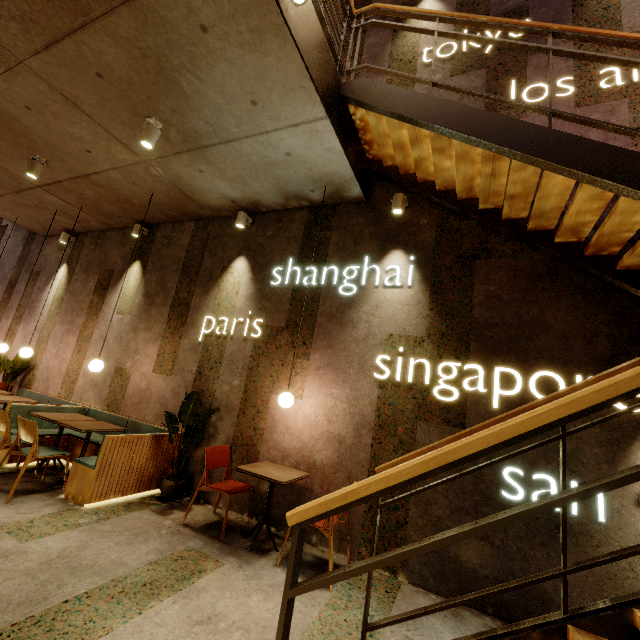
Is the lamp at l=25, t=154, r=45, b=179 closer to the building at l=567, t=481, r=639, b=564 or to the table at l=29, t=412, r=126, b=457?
the building at l=567, t=481, r=639, b=564

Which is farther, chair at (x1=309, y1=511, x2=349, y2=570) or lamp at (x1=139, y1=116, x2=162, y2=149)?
lamp at (x1=139, y1=116, x2=162, y2=149)

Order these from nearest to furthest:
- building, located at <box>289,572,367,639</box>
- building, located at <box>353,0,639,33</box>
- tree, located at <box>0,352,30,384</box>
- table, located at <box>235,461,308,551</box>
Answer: building, located at <box>289,572,367,639</box> → table, located at <box>235,461,308,551</box> → building, located at <box>353,0,639,33</box> → tree, located at <box>0,352,30,384</box>

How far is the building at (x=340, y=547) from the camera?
3.4 meters

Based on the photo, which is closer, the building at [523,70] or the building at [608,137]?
the building at [608,137]

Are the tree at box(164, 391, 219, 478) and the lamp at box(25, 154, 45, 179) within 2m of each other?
no

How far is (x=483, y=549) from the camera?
3.11m

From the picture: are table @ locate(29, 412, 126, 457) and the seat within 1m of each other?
yes
